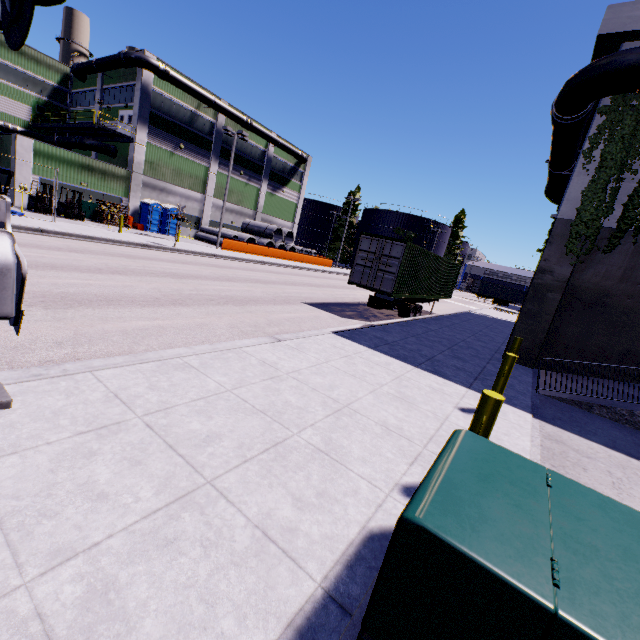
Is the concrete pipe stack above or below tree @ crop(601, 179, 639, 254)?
below

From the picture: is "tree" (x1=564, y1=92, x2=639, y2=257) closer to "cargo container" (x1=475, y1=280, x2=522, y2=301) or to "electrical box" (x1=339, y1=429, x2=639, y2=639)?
"electrical box" (x1=339, y1=429, x2=639, y2=639)

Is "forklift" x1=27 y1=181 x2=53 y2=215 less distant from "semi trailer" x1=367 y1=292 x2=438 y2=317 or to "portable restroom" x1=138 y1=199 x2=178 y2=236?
"portable restroom" x1=138 y1=199 x2=178 y2=236

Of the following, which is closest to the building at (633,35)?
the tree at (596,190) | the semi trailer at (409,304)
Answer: the tree at (596,190)

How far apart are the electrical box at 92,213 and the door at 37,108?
17.7m

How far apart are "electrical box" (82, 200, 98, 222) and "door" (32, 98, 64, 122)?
17.7m

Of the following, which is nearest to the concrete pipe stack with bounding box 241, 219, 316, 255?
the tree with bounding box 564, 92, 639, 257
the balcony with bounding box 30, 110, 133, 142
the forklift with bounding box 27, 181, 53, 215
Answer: the balcony with bounding box 30, 110, 133, 142

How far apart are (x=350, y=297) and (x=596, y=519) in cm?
1838
